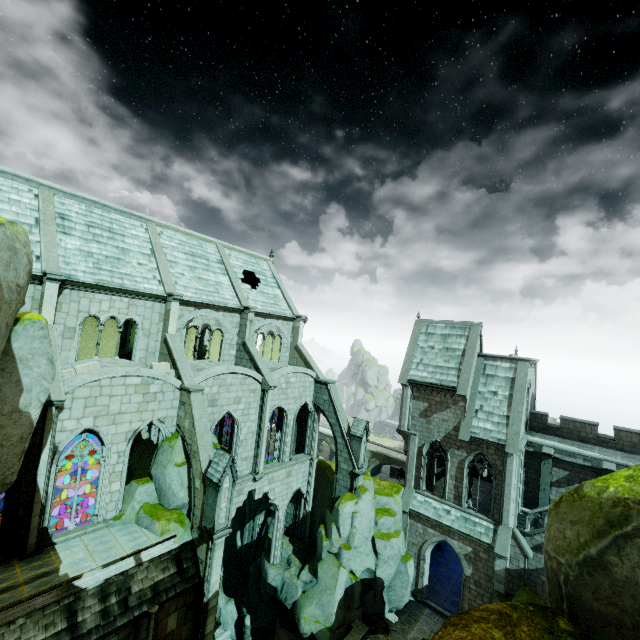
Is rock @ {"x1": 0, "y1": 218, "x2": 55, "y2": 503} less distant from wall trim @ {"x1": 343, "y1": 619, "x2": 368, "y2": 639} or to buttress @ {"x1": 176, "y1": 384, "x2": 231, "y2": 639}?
wall trim @ {"x1": 343, "y1": 619, "x2": 368, "y2": 639}

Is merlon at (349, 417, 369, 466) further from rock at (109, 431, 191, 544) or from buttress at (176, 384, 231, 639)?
buttress at (176, 384, 231, 639)

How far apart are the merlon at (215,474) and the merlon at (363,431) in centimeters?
1090cm

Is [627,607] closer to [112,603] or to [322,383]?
[112,603]

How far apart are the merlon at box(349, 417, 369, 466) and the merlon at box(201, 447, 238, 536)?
10.9 meters

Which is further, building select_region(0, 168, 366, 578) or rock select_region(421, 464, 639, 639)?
building select_region(0, 168, 366, 578)

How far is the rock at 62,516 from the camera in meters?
24.9 m

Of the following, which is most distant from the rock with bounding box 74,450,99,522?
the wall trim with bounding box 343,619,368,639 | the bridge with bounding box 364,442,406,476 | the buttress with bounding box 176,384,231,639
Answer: the bridge with bounding box 364,442,406,476
